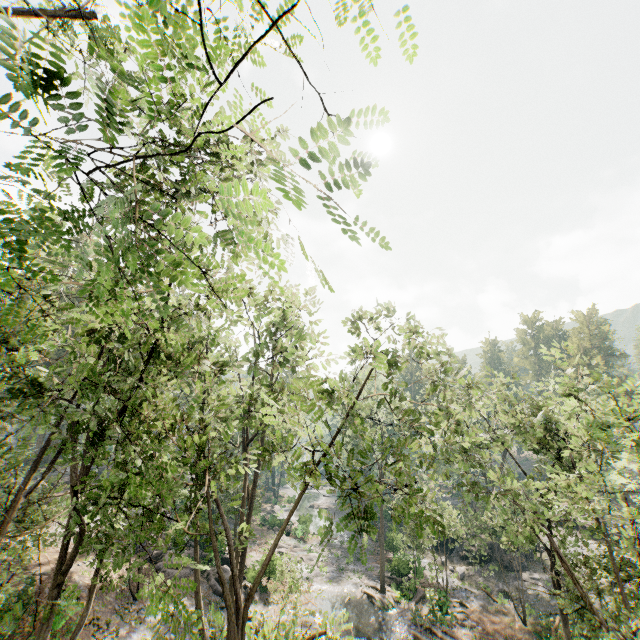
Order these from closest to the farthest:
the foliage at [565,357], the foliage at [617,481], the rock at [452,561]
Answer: the foliage at [617,481] < the foliage at [565,357] < the rock at [452,561]

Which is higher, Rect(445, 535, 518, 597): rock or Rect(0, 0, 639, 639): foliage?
Rect(0, 0, 639, 639): foliage

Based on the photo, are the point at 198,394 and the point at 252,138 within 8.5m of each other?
yes

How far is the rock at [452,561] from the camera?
32.47m

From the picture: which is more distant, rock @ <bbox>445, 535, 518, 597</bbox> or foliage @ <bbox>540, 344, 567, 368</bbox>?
rock @ <bbox>445, 535, 518, 597</bbox>

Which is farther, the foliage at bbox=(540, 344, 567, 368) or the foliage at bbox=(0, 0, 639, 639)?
the foliage at bbox=(540, 344, 567, 368)

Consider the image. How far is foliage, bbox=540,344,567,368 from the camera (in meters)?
16.61
